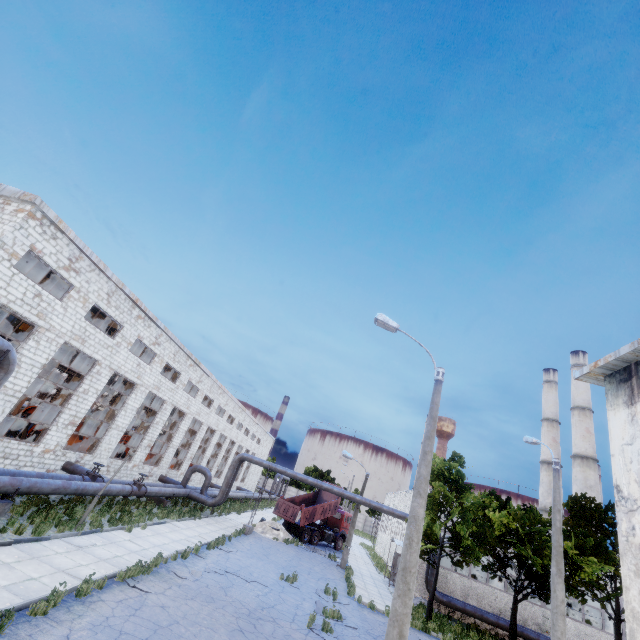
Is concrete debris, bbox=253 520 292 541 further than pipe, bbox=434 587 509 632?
Yes

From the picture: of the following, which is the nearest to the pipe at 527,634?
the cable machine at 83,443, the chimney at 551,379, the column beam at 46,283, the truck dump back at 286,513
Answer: the cable machine at 83,443

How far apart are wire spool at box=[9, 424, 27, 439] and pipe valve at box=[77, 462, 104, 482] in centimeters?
634cm

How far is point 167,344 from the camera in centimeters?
2562cm

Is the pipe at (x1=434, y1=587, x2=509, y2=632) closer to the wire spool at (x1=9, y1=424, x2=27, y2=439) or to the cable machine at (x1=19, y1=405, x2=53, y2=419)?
the wire spool at (x1=9, y1=424, x2=27, y2=439)

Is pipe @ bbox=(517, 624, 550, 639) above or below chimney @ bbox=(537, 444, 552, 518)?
below

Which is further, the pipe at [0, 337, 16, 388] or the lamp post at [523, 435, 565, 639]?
the lamp post at [523, 435, 565, 639]

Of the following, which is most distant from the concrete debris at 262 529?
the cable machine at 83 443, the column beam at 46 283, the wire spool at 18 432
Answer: the column beam at 46 283
